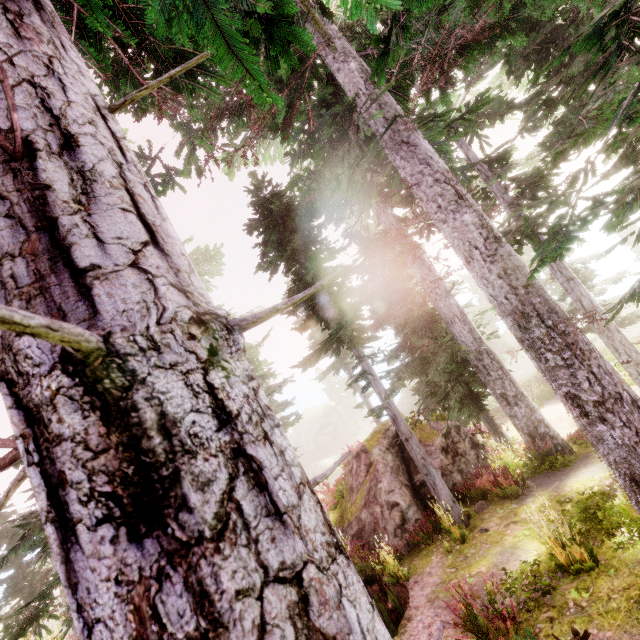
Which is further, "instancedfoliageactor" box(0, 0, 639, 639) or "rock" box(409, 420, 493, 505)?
→ "rock" box(409, 420, 493, 505)

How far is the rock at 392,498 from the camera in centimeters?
1130cm

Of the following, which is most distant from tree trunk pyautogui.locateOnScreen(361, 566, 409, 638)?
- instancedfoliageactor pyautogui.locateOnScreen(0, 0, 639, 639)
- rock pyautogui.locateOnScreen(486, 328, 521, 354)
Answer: rock pyautogui.locateOnScreen(486, 328, 521, 354)

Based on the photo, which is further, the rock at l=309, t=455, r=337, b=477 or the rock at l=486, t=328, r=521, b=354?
the rock at l=486, t=328, r=521, b=354

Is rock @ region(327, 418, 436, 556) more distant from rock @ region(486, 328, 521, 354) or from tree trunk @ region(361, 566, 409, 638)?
rock @ region(486, 328, 521, 354)

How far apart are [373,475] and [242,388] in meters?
13.0 m

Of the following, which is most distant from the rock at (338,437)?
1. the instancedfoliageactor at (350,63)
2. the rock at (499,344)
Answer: the rock at (499,344)

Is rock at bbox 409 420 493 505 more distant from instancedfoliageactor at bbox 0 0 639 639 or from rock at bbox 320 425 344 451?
rock at bbox 320 425 344 451
